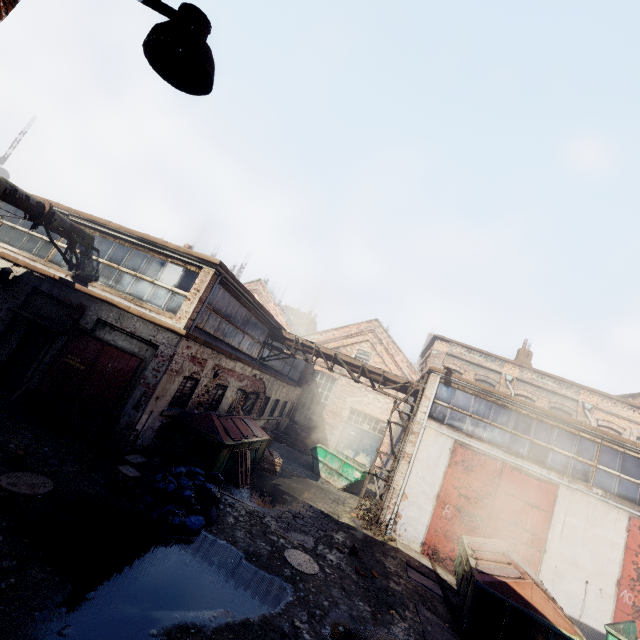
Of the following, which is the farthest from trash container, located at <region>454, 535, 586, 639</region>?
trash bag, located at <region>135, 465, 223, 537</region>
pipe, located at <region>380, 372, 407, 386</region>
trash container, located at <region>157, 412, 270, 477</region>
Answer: trash container, located at <region>157, 412, 270, 477</region>

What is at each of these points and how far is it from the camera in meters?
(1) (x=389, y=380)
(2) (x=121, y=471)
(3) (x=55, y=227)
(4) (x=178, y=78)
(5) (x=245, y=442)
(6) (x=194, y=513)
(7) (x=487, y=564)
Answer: (1) pipe, 14.8 m
(2) carton, 7.3 m
(3) pipe, 10.1 m
(4) light, 2.2 m
(5) trash container, 11.2 m
(6) trash bag, 7.2 m
(7) trash container, 8.6 m

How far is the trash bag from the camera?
6.7 meters

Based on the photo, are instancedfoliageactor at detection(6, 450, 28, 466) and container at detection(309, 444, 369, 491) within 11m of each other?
no

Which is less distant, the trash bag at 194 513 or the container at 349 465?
the trash bag at 194 513

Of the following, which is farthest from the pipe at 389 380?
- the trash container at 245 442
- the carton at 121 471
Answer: the carton at 121 471

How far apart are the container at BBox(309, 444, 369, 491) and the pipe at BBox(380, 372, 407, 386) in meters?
4.5 m

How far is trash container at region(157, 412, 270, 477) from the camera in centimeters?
962cm
